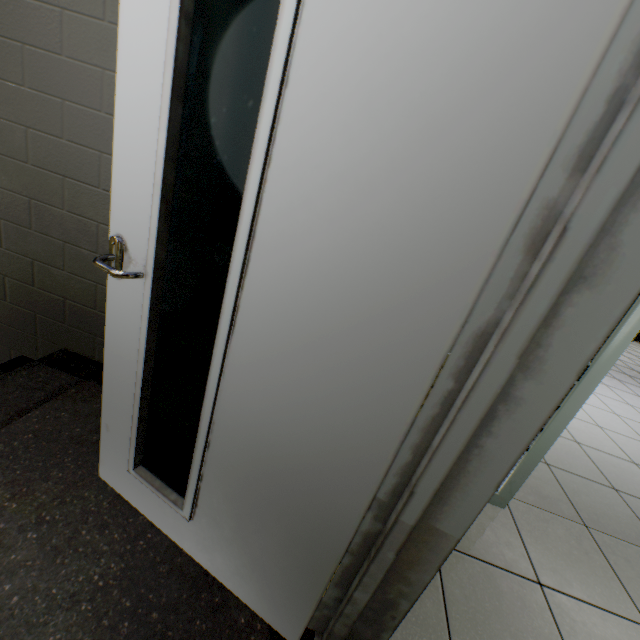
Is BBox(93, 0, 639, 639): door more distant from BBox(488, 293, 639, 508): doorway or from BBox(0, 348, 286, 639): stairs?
BBox(488, 293, 639, 508): doorway

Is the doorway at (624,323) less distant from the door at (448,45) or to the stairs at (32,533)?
the stairs at (32,533)

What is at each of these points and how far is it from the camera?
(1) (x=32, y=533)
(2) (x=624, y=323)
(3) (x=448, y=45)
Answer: (1) stairs, 1.1m
(2) doorway, 1.4m
(3) door, 0.5m

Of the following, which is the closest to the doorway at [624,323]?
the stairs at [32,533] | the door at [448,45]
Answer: the stairs at [32,533]

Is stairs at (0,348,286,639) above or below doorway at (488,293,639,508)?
below

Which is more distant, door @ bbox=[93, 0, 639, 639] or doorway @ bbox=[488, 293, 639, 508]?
doorway @ bbox=[488, 293, 639, 508]

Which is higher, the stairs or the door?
the door

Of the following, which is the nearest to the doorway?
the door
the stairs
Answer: the stairs
